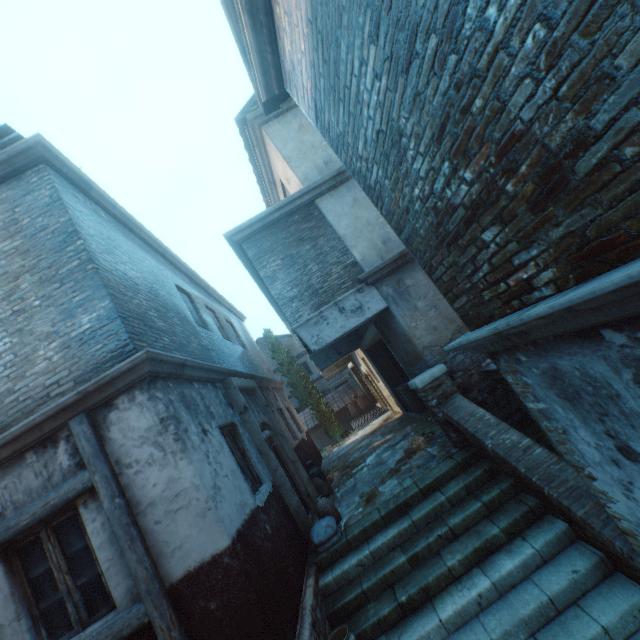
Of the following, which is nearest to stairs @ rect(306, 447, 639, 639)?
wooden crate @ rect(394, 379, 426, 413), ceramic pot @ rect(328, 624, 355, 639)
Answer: ceramic pot @ rect(328, 624, 355, 639)

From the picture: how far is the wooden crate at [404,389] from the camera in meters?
10.6

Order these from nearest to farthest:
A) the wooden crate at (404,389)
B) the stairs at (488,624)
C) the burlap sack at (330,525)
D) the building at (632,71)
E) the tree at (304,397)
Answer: the building at (632,71) → the stairs at (488,624) → the burlap sack at (330,525) → the wooden crate at (404,389) → the tree at (304,397)

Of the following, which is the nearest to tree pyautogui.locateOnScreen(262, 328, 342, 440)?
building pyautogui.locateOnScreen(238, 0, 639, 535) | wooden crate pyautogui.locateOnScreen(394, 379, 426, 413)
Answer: building pyautogui.locateOnScreen(238, 0, 639, 535)

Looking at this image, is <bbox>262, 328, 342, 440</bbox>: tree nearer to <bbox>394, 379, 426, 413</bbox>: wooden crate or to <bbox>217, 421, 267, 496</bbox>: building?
<bbox>217, 421, 267, 496</bbox>: building

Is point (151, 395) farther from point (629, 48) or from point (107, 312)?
point (629, 48)

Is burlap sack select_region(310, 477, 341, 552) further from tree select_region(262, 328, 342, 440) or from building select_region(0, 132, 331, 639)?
tree select_region(262, 328, 342, 440)

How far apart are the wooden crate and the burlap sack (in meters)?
4.93
